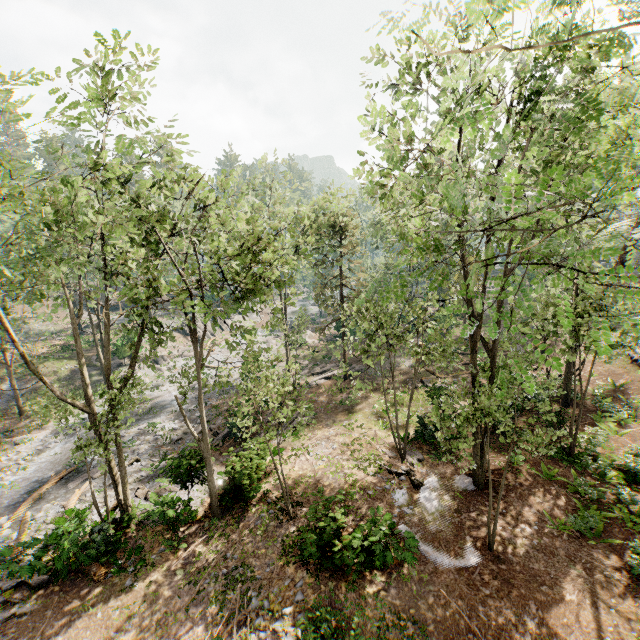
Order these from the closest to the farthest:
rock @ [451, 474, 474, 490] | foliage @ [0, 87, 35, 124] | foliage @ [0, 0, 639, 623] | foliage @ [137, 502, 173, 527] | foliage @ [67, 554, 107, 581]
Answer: foliage @ [0, 0, 639, 623] < foliage @ [0, 87, 35, 124] < foliage @ [67, 554, 107, 581] < foliage @ [137, 502, 173, 527] < rock @ [451, 474, 474, 490]

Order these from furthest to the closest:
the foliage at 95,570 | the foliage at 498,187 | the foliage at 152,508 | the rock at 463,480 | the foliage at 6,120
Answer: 1. the rock at 463,480
2. the foliage at 152,508
3. the foliage at 95,570
4. the foliage at 6,120
5. the foliage at 498,187

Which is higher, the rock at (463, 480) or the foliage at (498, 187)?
the foliage at (498, 187)

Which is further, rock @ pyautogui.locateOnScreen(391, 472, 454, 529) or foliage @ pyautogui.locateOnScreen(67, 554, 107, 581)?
rock @ pyautogui.locateOnScreen(391, 472, 454, 529)

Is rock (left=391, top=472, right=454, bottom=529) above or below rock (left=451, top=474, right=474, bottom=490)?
below

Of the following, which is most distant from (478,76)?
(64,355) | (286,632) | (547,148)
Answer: (64,355)

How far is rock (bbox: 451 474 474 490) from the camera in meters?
14.9 m
